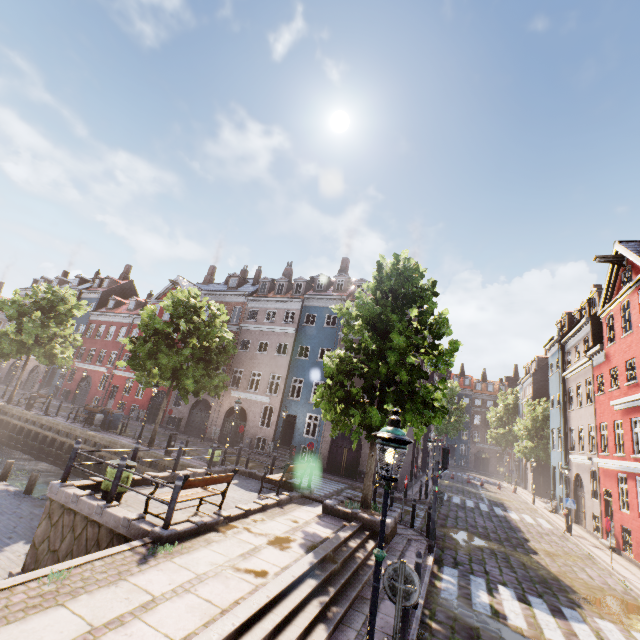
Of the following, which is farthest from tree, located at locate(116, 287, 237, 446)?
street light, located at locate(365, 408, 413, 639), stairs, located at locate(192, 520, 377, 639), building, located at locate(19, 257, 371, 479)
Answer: street light, located at locate(365, 408, 413, 639)

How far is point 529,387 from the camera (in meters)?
39.94

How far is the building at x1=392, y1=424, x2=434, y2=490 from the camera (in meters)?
23.07

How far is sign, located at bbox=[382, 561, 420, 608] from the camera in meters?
4.5 m

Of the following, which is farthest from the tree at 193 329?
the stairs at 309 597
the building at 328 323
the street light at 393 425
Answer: the street light at 393 425

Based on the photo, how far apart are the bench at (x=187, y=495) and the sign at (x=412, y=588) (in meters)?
5.21

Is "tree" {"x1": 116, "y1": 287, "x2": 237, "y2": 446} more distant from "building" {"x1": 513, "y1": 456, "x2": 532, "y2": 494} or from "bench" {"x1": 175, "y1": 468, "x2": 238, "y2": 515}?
"bench" {"x1": 175, "y1": 468, "x2": 238, "y2": 515}

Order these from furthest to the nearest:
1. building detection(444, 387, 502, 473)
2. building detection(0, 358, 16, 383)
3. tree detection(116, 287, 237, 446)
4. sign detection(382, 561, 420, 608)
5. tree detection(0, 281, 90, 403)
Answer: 1. building detection(444, 387, 502, 473)
2. building detection(0, 358, 16, 383)
3. tree detection(0, 281, 90, 403)
4. tree detection(116, 287, 237, 446)
5. sign detection(382, 561, 420, 608)
